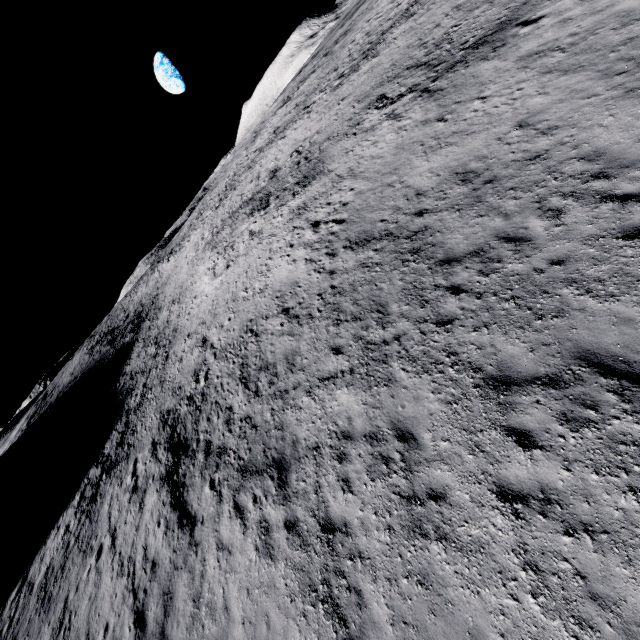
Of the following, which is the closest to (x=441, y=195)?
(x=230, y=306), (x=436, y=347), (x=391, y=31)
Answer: (x=436, y=347)
